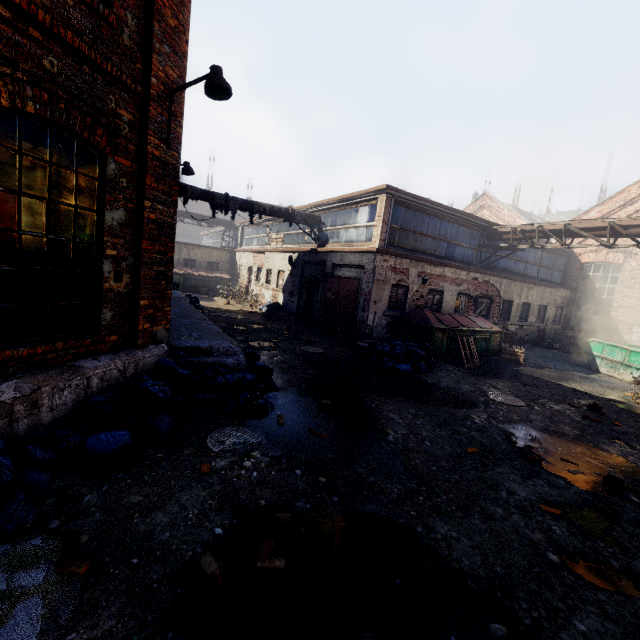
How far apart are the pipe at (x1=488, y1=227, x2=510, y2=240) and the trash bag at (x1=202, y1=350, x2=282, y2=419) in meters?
13.3 m

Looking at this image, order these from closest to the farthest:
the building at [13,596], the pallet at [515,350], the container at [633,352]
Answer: the building at [13,596] → the container at [633,352] → the pallet at [515,350]

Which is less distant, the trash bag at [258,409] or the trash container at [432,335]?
the trash bag at [258,409]

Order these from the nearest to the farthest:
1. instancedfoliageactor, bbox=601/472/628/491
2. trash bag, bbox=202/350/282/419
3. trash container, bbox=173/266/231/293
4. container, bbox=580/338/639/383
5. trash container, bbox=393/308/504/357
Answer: instancedfoliageactor, bbox=601/472/628/491
trash bag, bbox=202/350/282/419
trash container, bbox=393/308/504/357
container, bbox=580/338/639/383
trash container, bbox=173/266/231/293

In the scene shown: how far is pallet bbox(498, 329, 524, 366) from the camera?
13.49m

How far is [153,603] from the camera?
2.4 meters

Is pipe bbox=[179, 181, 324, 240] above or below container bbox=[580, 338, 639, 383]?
above

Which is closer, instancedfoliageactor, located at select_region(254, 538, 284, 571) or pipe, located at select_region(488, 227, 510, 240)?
instancedfoliageactor, located at select_region(254, 538, 284, 571)
